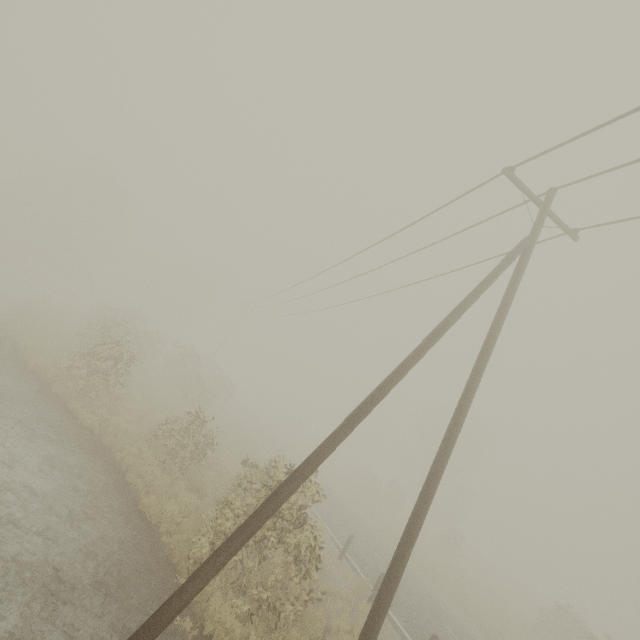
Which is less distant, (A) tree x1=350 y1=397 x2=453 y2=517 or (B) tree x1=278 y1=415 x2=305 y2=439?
(A) tree x1=350 y1=397 x2=453 y2=517

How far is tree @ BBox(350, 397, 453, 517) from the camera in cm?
3384

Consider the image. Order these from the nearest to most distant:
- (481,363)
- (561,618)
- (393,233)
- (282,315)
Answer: (481,363) → (393,233) → (561,618) → (282,315)

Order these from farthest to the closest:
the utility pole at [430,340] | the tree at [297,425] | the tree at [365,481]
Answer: the tree at [297,425] → the tree at [365,481] → the utility pole at [430,340]

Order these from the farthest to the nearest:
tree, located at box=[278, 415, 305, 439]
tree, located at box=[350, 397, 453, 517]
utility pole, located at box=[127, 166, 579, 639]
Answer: tree, located at box=[278, 415, 305, 439] → tree, located at box=[350, 397, 453, 517] → utility pole, located at box=[127, 166, 579, 639]

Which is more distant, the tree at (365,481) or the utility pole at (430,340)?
the tree at (365,481)

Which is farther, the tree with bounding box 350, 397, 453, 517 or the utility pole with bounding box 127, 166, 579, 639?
the tree with bounding box 350, 397, 453, 517
